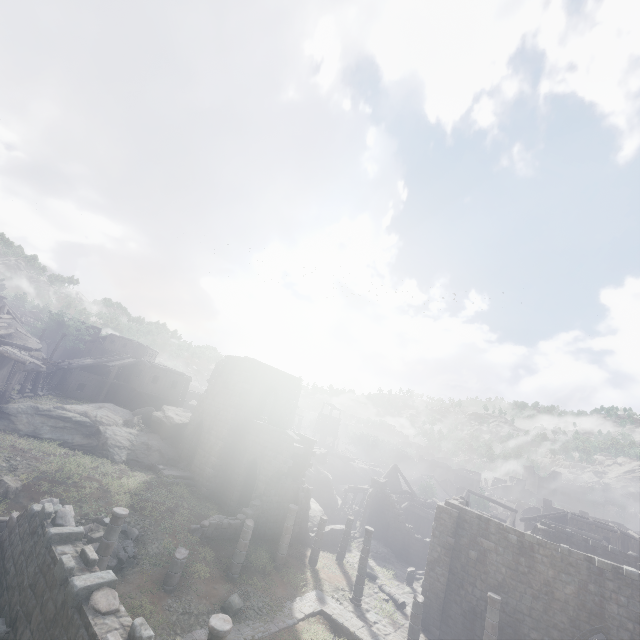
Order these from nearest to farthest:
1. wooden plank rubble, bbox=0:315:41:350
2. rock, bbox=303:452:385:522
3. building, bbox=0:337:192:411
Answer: building, bbox=0:337:192:411 → wooden plank rubble, bbox=0:315:41:350 → rock, bbox=303:452:385:522

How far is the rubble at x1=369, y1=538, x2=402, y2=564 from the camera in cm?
2707

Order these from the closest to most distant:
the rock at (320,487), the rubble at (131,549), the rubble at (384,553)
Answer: the rubble at (131,549)
the rubble at (384,553)
the rock at (320,487)

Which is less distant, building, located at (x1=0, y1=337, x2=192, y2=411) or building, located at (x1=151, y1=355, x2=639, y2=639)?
building, located at (x1=151, y1=355, x2=639, y2=639)

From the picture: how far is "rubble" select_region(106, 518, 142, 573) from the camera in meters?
13.5 m

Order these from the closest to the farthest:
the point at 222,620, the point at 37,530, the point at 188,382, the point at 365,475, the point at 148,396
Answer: the point at 222,620, the point at 37,530, the point at 148,396, the point at 188,382, the point at 365,475

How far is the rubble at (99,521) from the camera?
13.77m

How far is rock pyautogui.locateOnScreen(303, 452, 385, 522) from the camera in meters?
35.5 m
